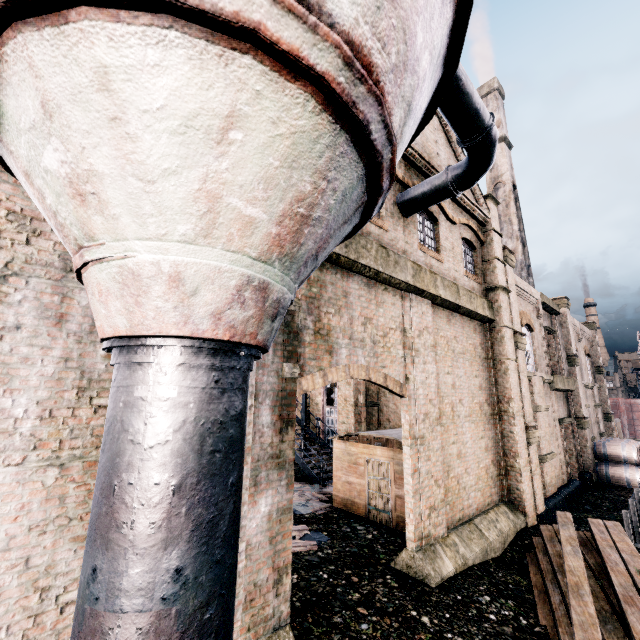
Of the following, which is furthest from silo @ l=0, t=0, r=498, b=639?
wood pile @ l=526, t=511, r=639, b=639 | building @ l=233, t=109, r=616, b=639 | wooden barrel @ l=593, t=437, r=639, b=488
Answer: building @ l=233, t=109, r=616, b=639

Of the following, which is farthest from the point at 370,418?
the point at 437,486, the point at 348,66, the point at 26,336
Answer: the point at 348,66

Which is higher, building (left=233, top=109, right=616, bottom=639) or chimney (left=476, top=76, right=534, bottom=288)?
chimney (left=476, top=76, right=534, bottom=288)

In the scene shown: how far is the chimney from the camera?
34.3m

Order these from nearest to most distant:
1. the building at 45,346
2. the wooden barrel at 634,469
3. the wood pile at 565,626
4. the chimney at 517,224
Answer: the building at 45,346 < the wood pile at 565,626 < the wooden barrel at 634,469 < the chimney at 517,224

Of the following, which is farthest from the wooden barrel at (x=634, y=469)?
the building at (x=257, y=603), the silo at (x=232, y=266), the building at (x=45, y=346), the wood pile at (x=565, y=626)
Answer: the building at (x=257, y=603)

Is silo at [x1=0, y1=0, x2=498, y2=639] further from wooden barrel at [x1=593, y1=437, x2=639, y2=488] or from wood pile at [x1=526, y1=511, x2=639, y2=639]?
wooden barrel at [x1=593, y1=437, x2=639, y2=488]

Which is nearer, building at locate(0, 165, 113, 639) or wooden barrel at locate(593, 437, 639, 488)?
building at locate(0, 165, 113, 639)
